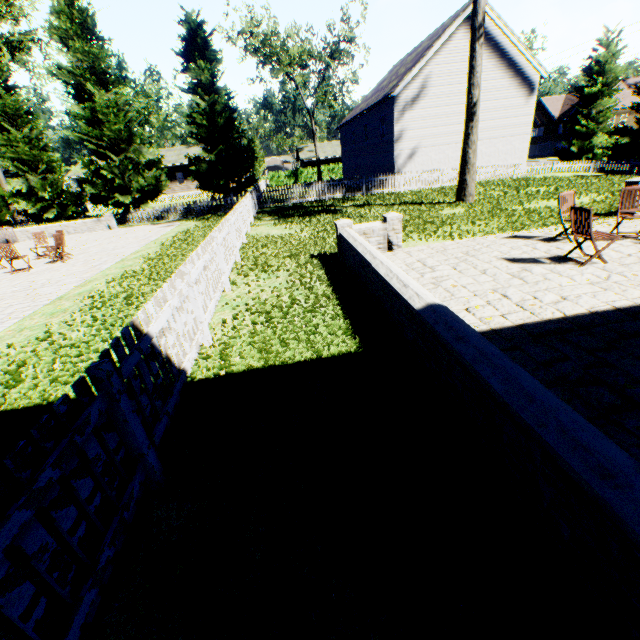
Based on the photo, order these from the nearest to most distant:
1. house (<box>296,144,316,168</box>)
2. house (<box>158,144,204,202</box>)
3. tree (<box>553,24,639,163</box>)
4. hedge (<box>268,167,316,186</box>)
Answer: tree (<box>553,24,639,163</box>)
house (<box>158,144,204,202</box>)
hedge (<box>268,167,316,186</box>)
house (<box>296,144,316,168</box>)

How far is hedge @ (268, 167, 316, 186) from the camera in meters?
44.7 m

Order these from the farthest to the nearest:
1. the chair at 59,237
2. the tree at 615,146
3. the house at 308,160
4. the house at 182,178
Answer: the house at 308,160 < the house at 182,178 < the tree at 615,146 < the chair at 59,237

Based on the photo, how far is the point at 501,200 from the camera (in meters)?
14.52

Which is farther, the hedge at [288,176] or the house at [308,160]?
the house at [308,160]

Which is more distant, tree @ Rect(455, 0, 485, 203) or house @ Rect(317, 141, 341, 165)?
house @ Rect(317, 141, 341, 165)

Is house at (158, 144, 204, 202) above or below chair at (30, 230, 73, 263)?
above
